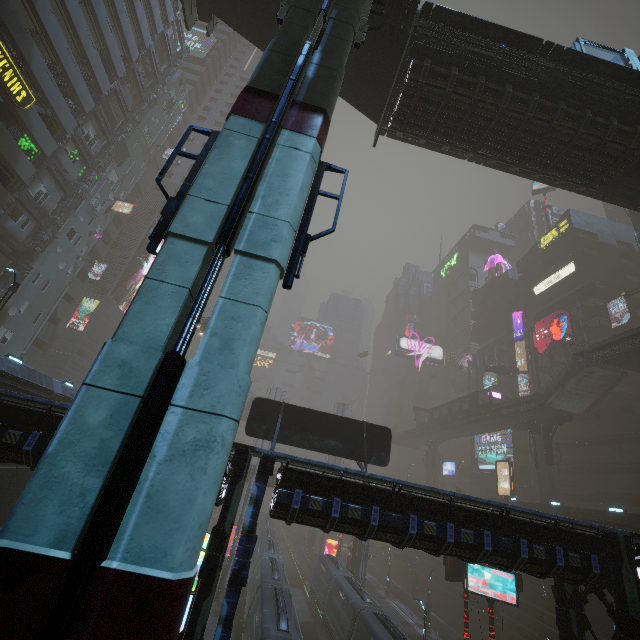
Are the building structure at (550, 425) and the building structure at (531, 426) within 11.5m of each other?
yes

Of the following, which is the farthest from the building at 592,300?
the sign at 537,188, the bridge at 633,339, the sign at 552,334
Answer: the sign at 537,188

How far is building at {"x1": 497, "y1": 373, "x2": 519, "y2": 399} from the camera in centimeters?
5472cm

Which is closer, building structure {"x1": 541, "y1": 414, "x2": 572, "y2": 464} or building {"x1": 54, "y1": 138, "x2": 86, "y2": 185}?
building {"x1": 54, "y1": 138, "x2": 86, "y2": 185}

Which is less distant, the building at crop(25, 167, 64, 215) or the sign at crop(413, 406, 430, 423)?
the building at crop(25, 167, 64, 215)

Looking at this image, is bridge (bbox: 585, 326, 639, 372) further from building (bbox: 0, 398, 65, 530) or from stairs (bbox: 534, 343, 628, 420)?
building (bbox: 0, 398, 65, 530)

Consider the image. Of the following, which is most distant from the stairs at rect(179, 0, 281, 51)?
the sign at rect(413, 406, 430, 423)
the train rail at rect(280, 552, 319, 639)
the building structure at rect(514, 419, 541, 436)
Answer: the sign at rect(413, 406, 430, 423)

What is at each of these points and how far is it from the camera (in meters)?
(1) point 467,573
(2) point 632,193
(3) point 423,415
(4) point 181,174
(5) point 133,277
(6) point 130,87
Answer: (1) sign, 18.33
(2) bridge, 18.03
(3) sign, 56.28
(4) building, 51.06
(5) building, 52.06
(6) building, 37.56
